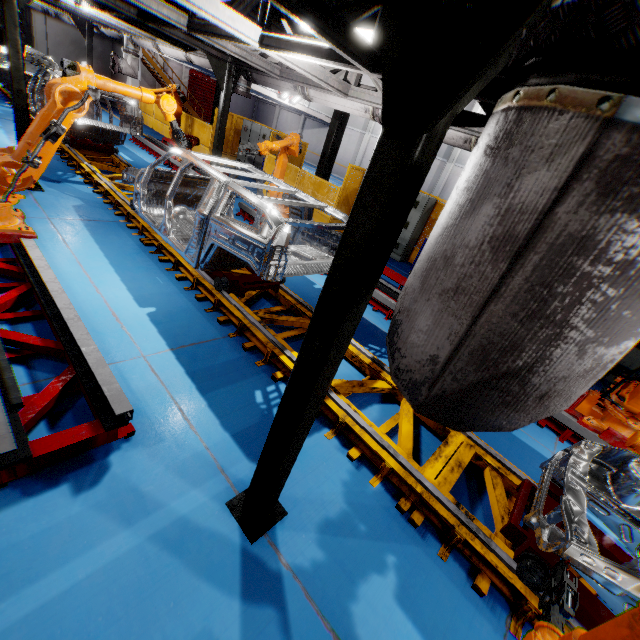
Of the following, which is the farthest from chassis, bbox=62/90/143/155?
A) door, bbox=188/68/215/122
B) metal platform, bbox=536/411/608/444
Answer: door, bbox=188/68/215/122

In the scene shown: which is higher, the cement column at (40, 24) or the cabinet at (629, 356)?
the cement column at (40, 24)

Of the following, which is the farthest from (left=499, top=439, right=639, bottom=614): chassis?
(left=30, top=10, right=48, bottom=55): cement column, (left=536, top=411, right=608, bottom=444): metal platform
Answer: (left=536, top=411, right=608, bottom=444): metal platform

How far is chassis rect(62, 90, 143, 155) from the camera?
8.45m

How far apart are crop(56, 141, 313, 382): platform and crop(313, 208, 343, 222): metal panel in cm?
456

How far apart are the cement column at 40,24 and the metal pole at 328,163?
17.9m

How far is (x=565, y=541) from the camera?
2.22m

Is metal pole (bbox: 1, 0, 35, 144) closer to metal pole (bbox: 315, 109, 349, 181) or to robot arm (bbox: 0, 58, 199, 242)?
robot arm (bbox: 0, 58, 199, 242)
